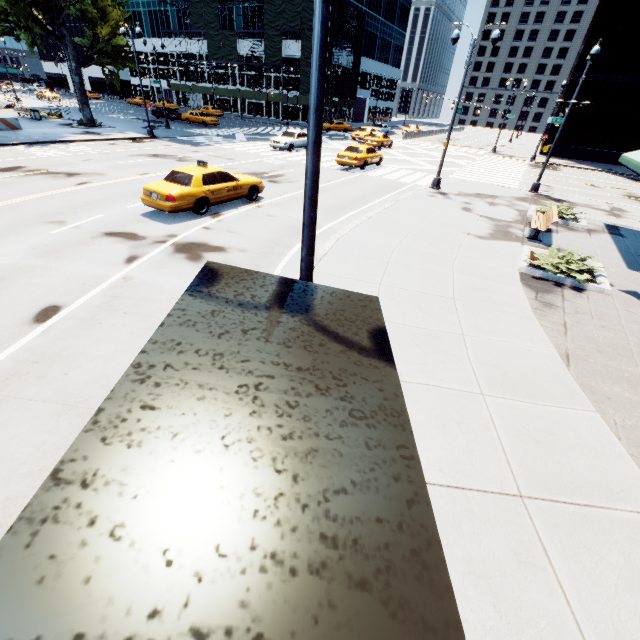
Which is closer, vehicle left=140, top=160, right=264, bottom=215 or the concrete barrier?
vehicle left=140, top=160, right=264, bottom=215

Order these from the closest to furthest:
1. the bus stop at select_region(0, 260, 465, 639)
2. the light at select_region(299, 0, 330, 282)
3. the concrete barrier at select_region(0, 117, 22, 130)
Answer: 1. the bus stop at select_region(0, 260, 465, 639)
2. the light at select_region(299, 0, 330, 282)
3. the concrete barrier at select_region(0, 117, 22, 130)

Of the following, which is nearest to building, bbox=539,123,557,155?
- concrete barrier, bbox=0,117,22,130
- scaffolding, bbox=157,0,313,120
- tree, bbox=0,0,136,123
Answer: scaffolding, bbox=157,0,313,120

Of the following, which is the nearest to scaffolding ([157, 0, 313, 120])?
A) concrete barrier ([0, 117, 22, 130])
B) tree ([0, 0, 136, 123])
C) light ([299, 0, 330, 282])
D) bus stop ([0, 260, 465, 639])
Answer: tree ([0, 0, 136, 123])

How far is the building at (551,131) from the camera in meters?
40.2

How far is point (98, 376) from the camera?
5.32m

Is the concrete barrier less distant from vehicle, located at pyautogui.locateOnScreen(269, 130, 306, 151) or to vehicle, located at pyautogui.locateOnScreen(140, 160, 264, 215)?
vehicle, located at pyautogui.locateOnScreen(269, 130, 306, 151)

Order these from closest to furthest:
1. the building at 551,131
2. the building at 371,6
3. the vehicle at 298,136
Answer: the vehicle at 298,136
the building at 551,131
the building at 371,6
